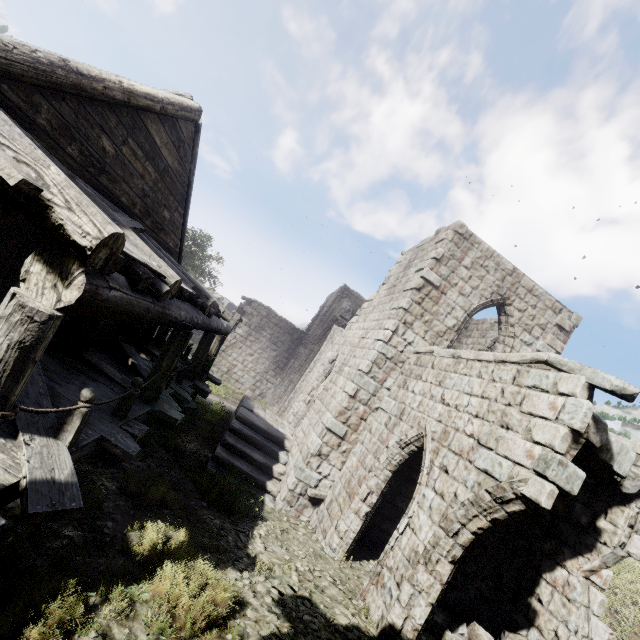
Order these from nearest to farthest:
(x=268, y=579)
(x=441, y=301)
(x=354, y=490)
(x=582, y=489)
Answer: (x=268, y=579) < (x=582, y=489) < (x=354, y=490) < (x=441, y=301)

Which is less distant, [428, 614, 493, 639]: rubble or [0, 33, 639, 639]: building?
[0, 33, 639, 639]: building

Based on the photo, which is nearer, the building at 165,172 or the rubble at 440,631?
the building at 165,172
